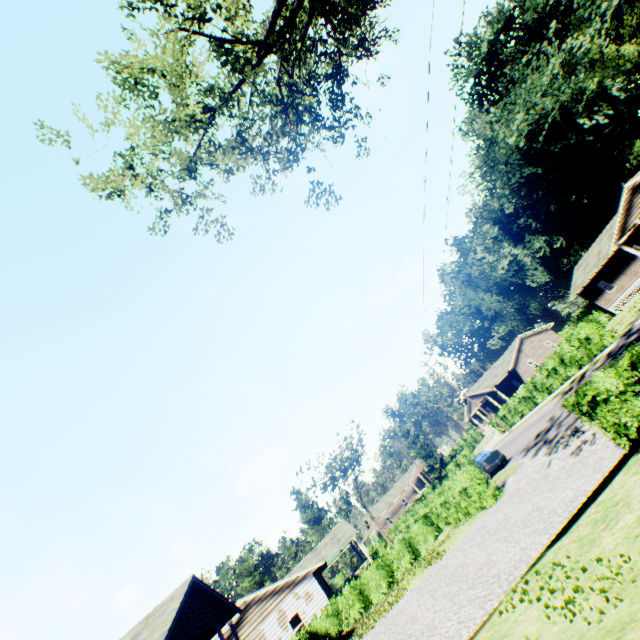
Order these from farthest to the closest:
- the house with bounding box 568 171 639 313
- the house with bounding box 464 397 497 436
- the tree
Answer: the house with bounding box 464 397 497 436
the house with bounding box 568 171 639 313
the tree

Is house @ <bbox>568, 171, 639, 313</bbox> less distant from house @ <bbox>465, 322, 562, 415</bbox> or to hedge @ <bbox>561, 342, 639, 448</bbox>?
hedge @ <bbox>561, 342, 639, 448</bbox>

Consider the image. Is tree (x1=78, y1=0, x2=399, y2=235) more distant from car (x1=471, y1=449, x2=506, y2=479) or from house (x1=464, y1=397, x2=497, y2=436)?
house (x1=464, y1=397, x2=497, y2=436)

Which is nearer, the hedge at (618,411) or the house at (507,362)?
the hedge at (618,411)

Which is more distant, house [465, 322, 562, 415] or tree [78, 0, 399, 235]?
house [465, 322, 562, 415]

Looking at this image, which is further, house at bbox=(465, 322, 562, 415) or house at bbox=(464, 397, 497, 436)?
house at bbox=(464, 397, 497, 436)

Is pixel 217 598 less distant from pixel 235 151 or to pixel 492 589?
pixel 492 589

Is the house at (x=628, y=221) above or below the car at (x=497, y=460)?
above
